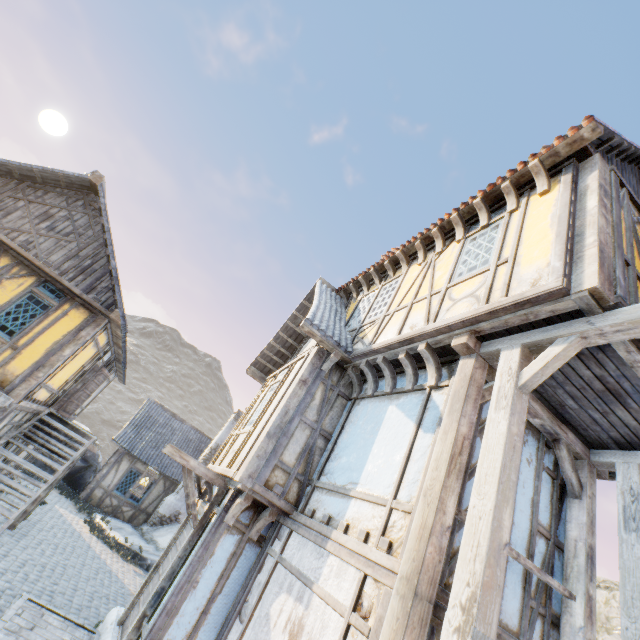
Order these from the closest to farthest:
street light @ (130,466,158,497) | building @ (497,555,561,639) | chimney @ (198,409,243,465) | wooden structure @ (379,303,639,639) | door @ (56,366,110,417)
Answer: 1. wooden structure @ (379,303,639,639)
2. building @ (497,555,561,639)
3. street light @ (130,466,158,497)
4. door @ (56,366,110,417)
5. chimney @ (198,409,243,465)

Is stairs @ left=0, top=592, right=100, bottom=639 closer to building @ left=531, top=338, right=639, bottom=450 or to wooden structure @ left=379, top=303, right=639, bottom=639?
building @ left=531, top=338, right=639, bottom=450

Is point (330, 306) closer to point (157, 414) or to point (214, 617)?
point (214, 617)

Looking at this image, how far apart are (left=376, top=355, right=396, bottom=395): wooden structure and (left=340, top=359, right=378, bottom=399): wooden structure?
0.4 meters

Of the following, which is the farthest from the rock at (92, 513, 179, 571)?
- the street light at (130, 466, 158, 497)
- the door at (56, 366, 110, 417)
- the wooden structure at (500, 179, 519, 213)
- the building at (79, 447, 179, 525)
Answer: the wooden structure at (500, 179, 519, 213)

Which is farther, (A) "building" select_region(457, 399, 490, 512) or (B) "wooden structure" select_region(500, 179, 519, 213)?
(B) "wooden structure" select_region(500, 179, 519, 213)

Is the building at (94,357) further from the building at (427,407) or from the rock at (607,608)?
the building at (427,407)

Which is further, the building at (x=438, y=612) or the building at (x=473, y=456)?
the building at (x=473, y=456)
